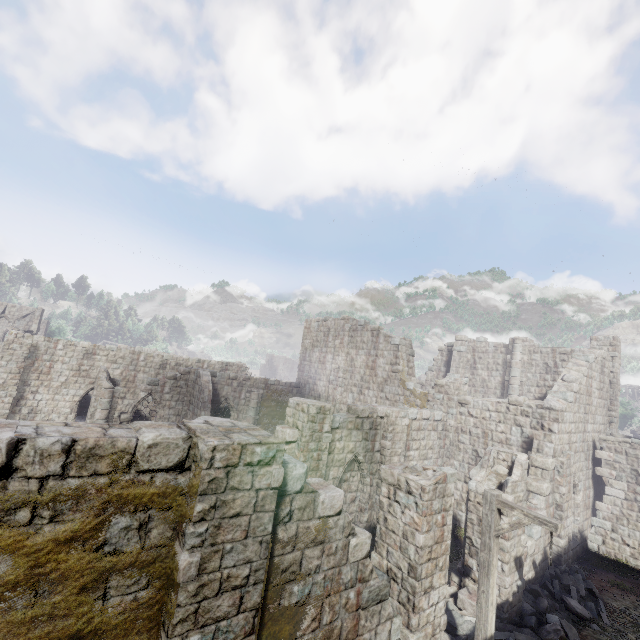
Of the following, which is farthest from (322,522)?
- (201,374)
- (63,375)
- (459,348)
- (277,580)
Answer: (459,348)

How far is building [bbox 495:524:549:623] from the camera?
9.6m

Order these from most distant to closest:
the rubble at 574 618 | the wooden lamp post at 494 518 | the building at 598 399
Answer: the rubble at 574 618, the wooden lamp post at 494 518, the building at 598 399

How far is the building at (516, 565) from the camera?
9.64m

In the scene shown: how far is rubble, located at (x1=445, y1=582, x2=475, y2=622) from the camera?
9.4 meters

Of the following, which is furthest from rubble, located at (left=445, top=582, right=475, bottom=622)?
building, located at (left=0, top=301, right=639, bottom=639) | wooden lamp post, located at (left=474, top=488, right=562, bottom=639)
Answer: wooden lamp post, located at (left=474, top=488, right=562, bottom=639)
